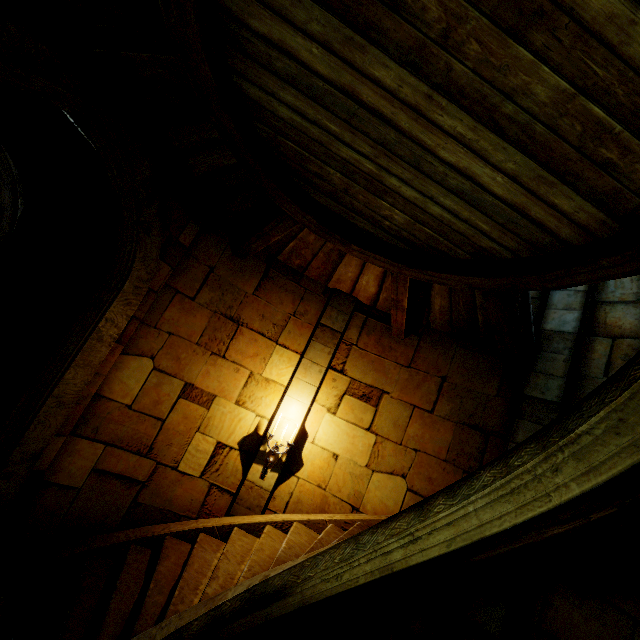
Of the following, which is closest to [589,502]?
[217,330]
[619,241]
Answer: [619,241]

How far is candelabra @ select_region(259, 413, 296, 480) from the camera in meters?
5.3

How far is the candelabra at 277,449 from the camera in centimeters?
525cm
